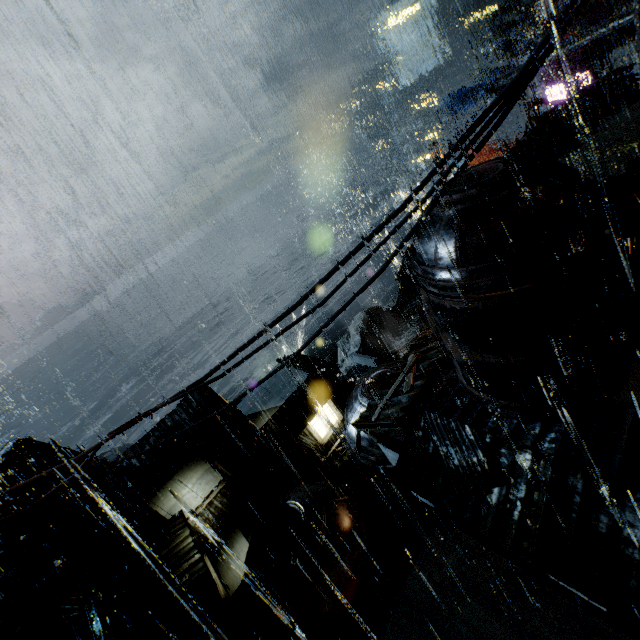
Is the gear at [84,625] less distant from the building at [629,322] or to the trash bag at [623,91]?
the building at [629,322]

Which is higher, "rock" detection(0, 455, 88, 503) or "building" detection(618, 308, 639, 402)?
"building" detection(618, 308, 639, 402)

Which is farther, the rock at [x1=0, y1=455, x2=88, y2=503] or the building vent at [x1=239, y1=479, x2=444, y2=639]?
the rock at [x1=0, y1=455, x2=88, y2=503]

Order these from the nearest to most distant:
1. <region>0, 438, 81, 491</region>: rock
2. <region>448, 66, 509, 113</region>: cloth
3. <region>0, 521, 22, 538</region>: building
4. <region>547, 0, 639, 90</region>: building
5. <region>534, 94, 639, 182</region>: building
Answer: <region>534, 94, 639, 182</region>: building, <region>547, 0, 639, 90</region>: building, <region>448, 66, 509, 113</region>: cloth, <region>0, 521, 22, 538</region>: building, <region>0, 438, 81, 491</region>: rock

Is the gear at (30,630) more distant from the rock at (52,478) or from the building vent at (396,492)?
the building vent at (396,492)

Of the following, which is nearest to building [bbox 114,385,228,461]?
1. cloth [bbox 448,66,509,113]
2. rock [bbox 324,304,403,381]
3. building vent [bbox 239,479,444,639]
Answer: building vent [bbox 239,479,444,639]

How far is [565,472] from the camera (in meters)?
7.84
